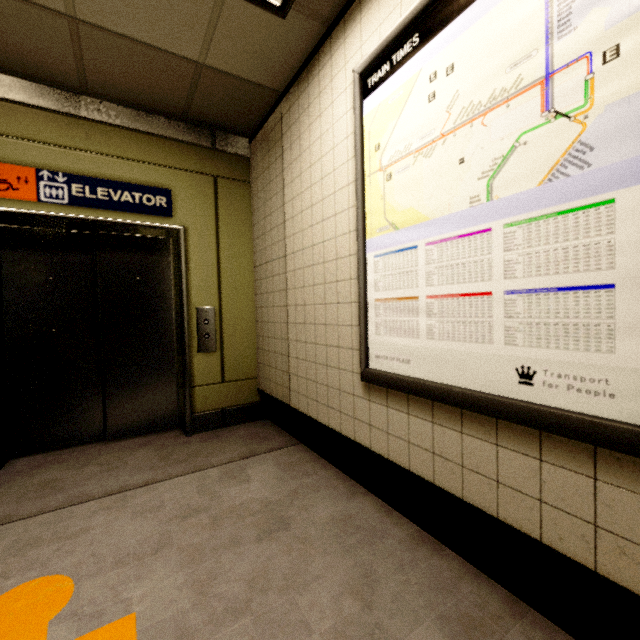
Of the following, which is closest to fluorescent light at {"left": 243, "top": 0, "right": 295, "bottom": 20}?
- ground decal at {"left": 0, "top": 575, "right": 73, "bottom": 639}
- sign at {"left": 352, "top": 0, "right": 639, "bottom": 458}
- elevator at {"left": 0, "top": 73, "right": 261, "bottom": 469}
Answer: sign at {"left": 352, "top": 0, "right": 639, "bottom": 458}

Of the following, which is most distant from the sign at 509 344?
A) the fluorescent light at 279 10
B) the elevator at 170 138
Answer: the elevator at 170 138

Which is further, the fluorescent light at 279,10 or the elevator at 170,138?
the elevator at 170,138

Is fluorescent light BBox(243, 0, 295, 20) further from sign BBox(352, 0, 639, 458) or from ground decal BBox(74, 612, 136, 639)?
ground decal BBox(74, 612, 136, 639)

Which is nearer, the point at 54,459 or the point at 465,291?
the point at 465,291

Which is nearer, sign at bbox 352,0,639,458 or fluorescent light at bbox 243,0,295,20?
sign at bbox 352,0,639,458

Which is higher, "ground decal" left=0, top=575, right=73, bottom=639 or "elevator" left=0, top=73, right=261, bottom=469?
"elevator" left=0, top=73, right=261, bottom=469

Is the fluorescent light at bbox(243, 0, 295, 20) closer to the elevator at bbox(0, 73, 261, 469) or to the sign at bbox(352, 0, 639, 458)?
the sign at bbox(352, 0, 639, 458)
